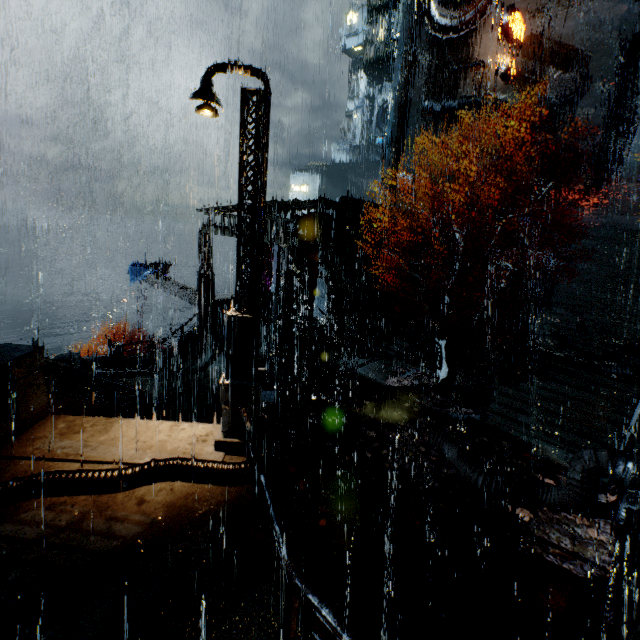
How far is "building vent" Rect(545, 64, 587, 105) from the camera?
27.2 meters

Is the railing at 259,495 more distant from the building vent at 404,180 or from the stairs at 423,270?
the building vent at 404,180

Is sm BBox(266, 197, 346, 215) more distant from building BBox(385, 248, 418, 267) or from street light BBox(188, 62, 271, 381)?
street light BBox(188, 62, 271, 381)

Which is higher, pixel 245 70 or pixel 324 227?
pixel 245 70

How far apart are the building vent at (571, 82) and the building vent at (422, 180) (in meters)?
11.14

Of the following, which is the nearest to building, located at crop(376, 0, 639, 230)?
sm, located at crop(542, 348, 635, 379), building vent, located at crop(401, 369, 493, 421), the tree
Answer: the tree

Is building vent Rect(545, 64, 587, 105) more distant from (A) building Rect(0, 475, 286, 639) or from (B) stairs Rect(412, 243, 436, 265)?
(B) stairs Rect(412, 243, 436, 265)

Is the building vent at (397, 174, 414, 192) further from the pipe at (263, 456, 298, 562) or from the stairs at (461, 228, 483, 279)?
the pipe at (263, 456, 298, 562)
